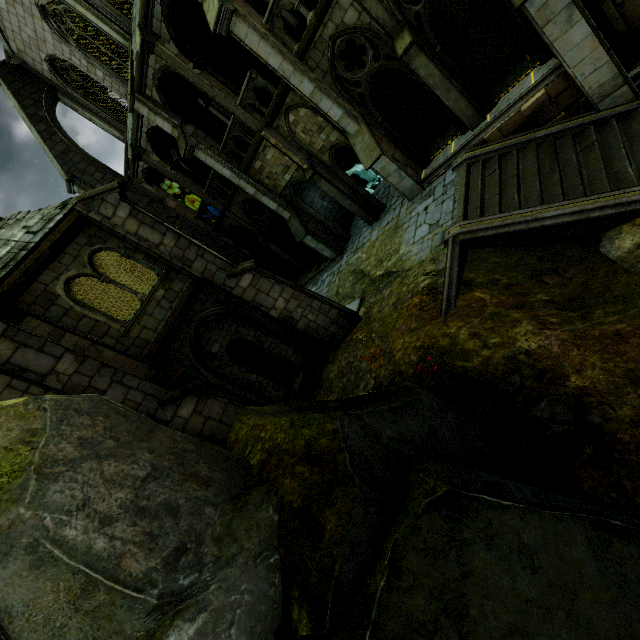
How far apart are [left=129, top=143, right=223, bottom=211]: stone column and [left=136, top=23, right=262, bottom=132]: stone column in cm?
530

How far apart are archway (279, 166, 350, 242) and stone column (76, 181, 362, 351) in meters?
6.7

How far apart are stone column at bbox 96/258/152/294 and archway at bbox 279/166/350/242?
8.4m

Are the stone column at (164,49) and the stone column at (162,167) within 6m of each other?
yes

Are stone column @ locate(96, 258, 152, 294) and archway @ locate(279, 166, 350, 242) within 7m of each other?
no

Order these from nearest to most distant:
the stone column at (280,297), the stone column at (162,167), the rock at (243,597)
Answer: the rock at (243,597) < the stone column at (280,297) < the stone column at (162,167)

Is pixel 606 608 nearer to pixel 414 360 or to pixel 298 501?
pixel 298 501

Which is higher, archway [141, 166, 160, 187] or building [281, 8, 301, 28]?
archway [141, 166, 160, 187]
